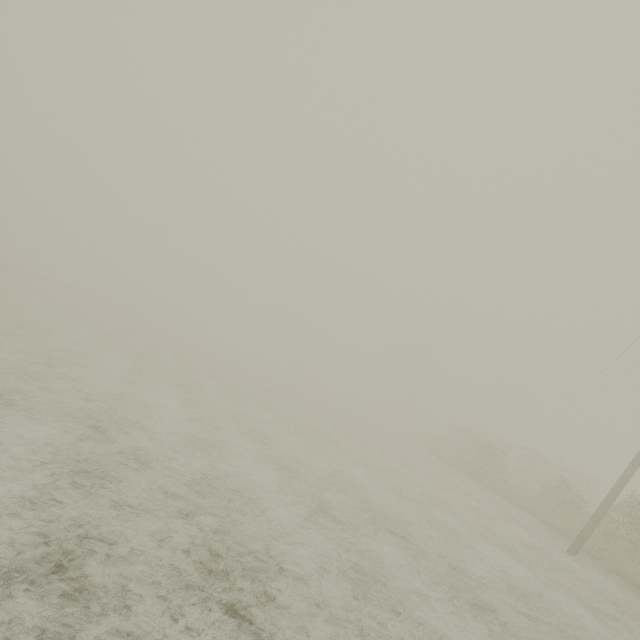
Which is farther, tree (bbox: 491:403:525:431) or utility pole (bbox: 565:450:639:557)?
tree (bbox: 491:403:525:431)

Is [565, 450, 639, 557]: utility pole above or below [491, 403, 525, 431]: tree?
below

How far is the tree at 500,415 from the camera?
56.6m

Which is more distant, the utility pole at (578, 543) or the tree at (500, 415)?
the tree at (500, 415)

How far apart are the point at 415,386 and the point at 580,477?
28.7m

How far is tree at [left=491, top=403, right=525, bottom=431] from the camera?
56.64m
